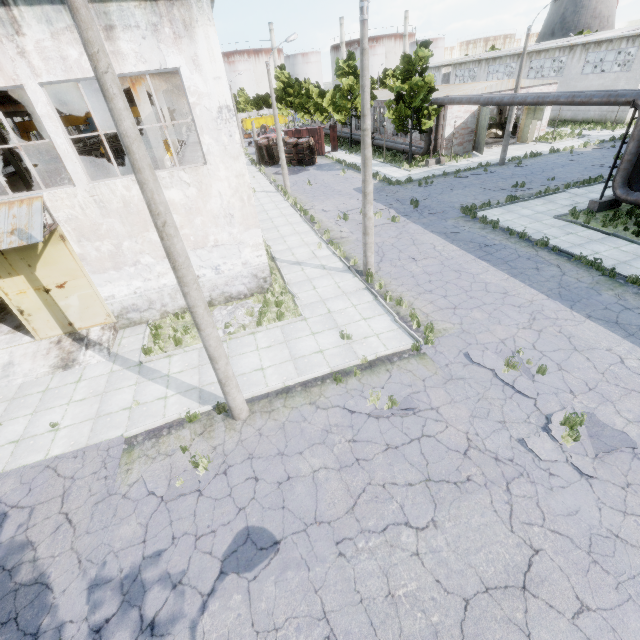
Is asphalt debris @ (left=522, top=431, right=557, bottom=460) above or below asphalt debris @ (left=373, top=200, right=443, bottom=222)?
below

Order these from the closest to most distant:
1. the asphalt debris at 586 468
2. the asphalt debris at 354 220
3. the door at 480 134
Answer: the asphalt debris at 586 468 → the asphalt debris at 354 220 → the door at 480 134

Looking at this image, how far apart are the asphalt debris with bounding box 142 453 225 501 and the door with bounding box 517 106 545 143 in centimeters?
3994cm

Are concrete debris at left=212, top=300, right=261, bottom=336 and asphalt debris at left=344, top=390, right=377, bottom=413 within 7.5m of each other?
yes

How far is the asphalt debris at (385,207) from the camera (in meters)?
19.94

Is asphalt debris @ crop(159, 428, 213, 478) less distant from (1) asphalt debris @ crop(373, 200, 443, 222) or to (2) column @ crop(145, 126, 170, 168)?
(2) column @ crop(145, 126, 170, 168)

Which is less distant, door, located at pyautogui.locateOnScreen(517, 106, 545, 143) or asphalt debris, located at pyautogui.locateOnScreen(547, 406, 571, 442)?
asphalt debris, located at pyautogui.locateOnScreen(547, 406, 571, 442)

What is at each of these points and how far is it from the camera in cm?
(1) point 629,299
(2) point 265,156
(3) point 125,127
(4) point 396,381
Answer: (1) asphalt debris, 1107
(2) truck, 3944
(3) lamp post, 479
(4) asphalt debris, 918
